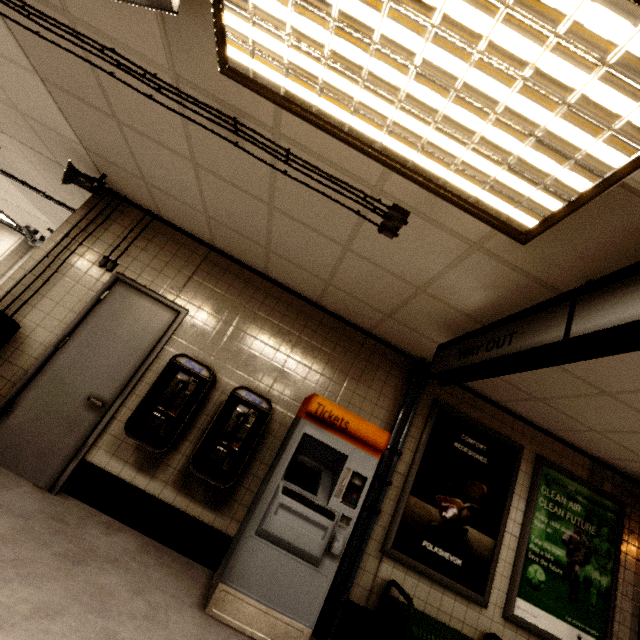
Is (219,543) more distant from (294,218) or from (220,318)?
(294,218)

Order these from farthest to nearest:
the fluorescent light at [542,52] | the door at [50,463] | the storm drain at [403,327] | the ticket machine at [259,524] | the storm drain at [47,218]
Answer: the storm drain at [47,218], the door at [50,463], the ticket machine at [259,524], the storm drain at [403,327], the fluorescent light at [542,52]

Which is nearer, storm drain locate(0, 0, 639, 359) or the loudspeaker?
storm drain locate(0, 0, 639, 359)

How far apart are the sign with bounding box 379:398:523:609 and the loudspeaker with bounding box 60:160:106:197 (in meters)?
4.69

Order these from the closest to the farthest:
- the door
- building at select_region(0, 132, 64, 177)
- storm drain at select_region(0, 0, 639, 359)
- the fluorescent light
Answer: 1. the fluorescent light
2. storm drain at select_region(0, 0, 639, 359)
3. the door
4. building at select_region(0, 132, 64, 177)

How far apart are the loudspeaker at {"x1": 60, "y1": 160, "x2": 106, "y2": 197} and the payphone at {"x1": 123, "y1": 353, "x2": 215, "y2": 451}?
2.16m

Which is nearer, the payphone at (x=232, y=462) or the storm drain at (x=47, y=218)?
the payphone at (x=232, y=462)

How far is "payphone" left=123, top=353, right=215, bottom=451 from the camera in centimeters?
311cm
